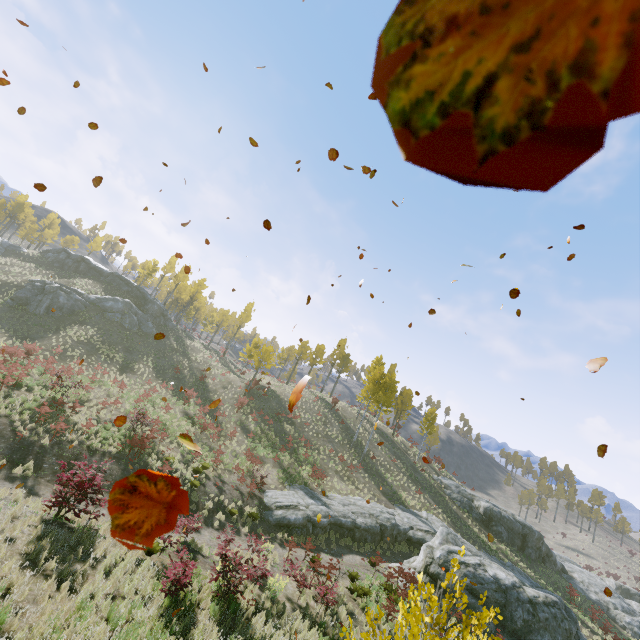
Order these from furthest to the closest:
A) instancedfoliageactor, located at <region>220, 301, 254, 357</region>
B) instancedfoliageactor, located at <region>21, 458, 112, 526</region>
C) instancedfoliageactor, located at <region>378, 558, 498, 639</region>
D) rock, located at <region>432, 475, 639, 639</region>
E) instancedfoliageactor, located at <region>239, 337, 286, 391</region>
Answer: instancedfoliageactor, located at <region>220, 301, 254, 357</region>
instancedfoliageactor, located at <region>239, 337, 286, 391</region>
rock, located at <region>432, 475, 639, 639</region>
instancedfoliageactor, located at <region>21, 458, 112, 526</region>
instancedfoliageactor, located at <region>378, 558, 498, 639</region>

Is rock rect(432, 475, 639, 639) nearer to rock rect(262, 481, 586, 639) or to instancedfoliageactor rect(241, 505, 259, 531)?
rock rect(262, 481, 586, 639)

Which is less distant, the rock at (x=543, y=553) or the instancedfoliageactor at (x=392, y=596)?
the instancedfoliageactor at (x=392, y=596)

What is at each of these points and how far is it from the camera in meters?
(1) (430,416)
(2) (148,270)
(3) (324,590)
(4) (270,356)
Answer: (1) instancedfoliageactor, 43.2 m
(2) instancedfoliageactor, 56.8 m
(3) instancedfoliageactor, 12.3 m
(4) instancedfoliageactor, 37.8 m

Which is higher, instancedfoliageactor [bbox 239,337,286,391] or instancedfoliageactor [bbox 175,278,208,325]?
instancedfoliageactor [bbox 175,278,208,325]

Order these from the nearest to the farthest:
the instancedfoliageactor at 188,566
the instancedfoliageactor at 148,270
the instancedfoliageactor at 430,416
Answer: the instancedfoliageactor at 188,566
the instancedfoliageactor at 430,416
the instancedfoliageactor at 148,270

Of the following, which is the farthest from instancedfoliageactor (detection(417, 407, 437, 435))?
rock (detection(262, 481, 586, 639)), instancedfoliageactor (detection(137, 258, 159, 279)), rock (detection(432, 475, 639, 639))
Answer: instancedfoliageactor (detection(137, 258, 159, 279))

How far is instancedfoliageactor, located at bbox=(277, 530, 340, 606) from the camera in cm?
1220
